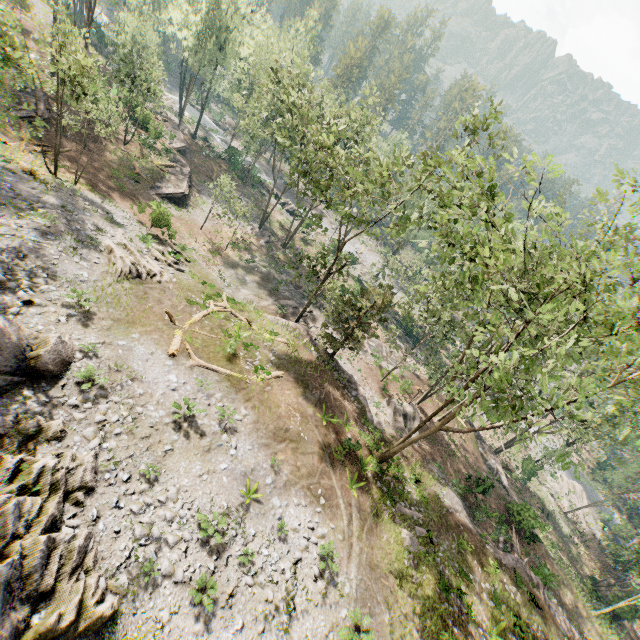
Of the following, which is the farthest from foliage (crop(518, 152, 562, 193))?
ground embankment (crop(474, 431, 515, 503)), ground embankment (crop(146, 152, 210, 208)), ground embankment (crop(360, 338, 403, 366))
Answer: ground embankment (crop(146, 152, 210, 208))

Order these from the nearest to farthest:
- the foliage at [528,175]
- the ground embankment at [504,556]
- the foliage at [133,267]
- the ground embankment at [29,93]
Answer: the foliage at [528,175], the foliage at [133,267], the ground embankment at [504,556], the ground embankment at [29,93]

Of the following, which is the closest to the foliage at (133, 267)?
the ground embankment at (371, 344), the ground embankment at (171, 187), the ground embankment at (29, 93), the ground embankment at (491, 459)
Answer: the ground embankment at (371, 344)

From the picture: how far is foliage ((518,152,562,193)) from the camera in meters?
9.5 m

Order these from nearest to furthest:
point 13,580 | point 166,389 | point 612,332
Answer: point 13,580
point 612,332
point 166,389

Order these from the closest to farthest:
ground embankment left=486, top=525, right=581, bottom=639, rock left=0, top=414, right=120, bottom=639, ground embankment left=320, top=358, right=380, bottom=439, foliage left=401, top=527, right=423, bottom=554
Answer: rock left=0, top=414, right=120, bottom=639
foliage left=401, top=527, right=423, bottom=554
ground embankment left=486, top=525, right=581, bottom=639
ground embankment left=320, top=358, right=380, bottom=439

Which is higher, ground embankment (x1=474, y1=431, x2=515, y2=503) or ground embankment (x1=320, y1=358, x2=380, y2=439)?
ground embankment (x1=320, y1=358, x2=380, y2=439)

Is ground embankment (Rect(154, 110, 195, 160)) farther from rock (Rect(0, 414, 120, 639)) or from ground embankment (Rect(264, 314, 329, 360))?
rock (Rect(0, 414, 120, 639))
